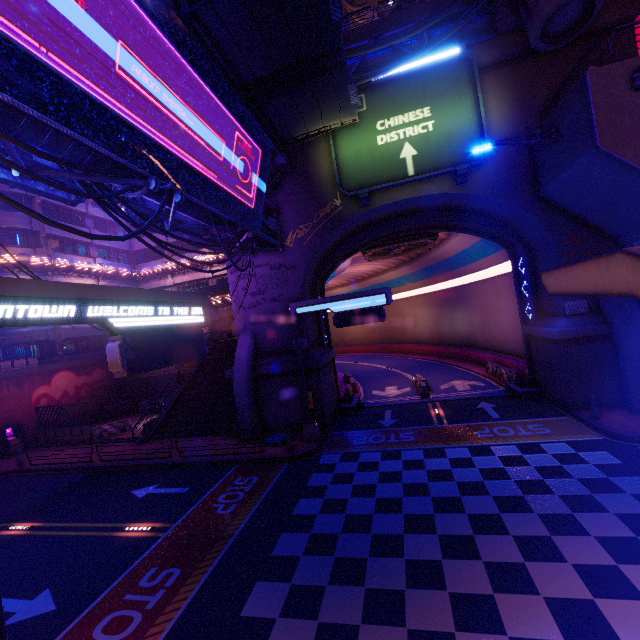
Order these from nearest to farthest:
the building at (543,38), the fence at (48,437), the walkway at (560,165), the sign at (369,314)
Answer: the walkway at (560,165) < the building at (543,38) < the sign at (369,314) < the fence at (48,437)

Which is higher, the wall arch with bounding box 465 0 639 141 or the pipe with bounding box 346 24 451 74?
the pipe with bounding box 346 24 451 74

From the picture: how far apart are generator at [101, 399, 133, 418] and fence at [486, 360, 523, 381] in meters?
32.4

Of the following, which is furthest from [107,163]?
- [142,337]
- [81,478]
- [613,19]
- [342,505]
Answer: [613,19]

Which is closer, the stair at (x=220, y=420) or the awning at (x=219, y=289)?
the stair at (x=220, y=420)

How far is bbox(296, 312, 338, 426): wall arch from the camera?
18.5 meters

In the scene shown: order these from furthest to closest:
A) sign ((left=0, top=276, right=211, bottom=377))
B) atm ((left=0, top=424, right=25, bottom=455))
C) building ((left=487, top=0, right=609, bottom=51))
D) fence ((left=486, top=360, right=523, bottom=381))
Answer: atm ((left=0, top=424, right=25, bottom=455))
fence ((left=486, top=360, right=523, bottom=381))
building ((left=487, top=0, right=609, bottom=51))
sign ((left=0, top=276, right=211, bottom=377))

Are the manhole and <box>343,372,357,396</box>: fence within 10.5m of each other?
yes
